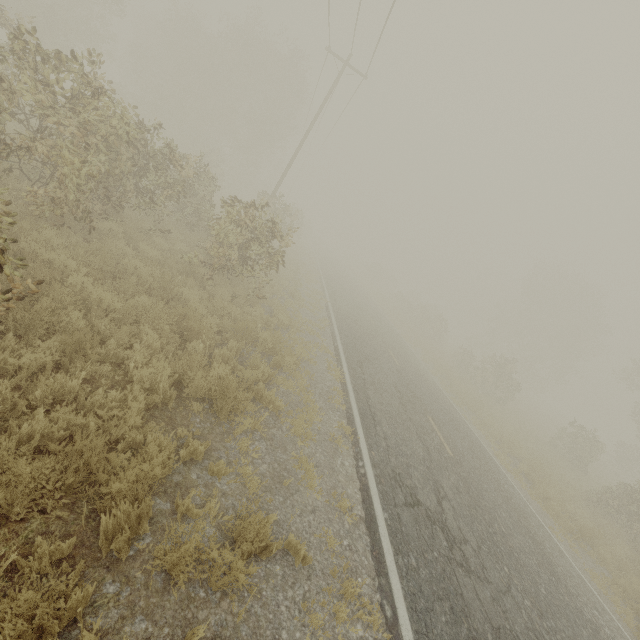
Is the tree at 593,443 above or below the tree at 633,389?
below

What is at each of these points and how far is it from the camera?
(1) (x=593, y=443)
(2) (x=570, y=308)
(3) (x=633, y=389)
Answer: (1) tree, 21.53m
(2) tree, 40.97m
(3) tree, 29.55m

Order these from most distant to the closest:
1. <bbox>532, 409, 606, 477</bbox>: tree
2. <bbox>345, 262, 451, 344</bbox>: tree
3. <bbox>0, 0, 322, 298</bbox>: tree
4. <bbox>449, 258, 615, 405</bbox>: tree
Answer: <bbox>345, 262, 451, 344</bbox>: tree < <bbox>449, 258, 615, 405</bbox>: tree < <bbox>532, 409, 606, 477</bbox>: tree < <bbox>0, 0, 322, 298</bbox>: tree

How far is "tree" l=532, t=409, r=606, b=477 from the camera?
20.55m

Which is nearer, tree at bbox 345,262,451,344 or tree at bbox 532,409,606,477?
tree at bbox 532,409,606,477

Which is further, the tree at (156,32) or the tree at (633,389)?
the tree at (633,389)
